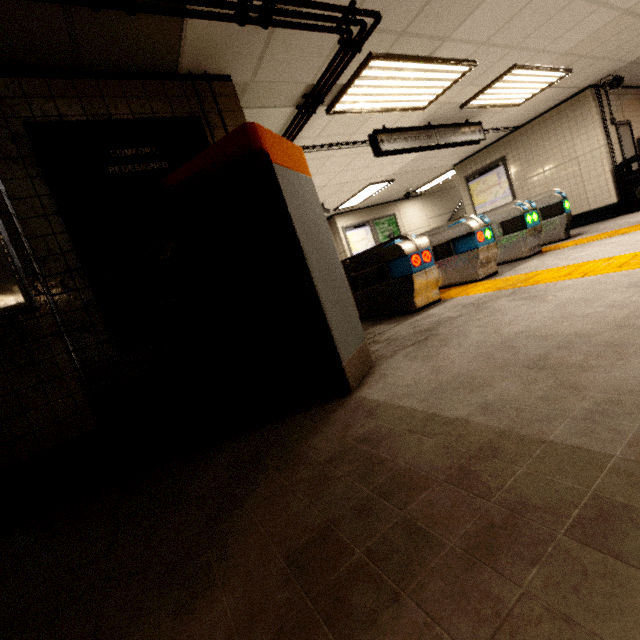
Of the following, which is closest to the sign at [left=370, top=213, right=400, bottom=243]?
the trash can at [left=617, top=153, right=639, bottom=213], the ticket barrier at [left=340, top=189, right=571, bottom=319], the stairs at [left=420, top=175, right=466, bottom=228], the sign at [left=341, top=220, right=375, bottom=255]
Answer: the sign at [left=341, top=220, right=375, bottom=255]

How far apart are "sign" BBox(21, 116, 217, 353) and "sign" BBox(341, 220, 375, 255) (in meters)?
8.77

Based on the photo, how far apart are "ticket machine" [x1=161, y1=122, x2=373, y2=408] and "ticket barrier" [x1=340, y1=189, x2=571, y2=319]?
Answer: 2.9m

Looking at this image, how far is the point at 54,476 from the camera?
2.2m

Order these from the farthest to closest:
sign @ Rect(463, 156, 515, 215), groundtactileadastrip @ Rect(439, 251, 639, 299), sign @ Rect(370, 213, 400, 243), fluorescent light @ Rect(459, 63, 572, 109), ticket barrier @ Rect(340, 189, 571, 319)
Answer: sign @ Rect(370, 213, 400, 243)
sign @ Rect(463, 156, 515, 215)
fluorescent light @ Rect(459, 63, 572, 109)
ticket barrier @ Rect(340, 189, 571, 319)
groundtactileadastrip @ Rect(439, 251, 639, 299)

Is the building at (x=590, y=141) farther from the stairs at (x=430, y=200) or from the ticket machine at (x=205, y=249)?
the ticket machine at (x=205, y=249)

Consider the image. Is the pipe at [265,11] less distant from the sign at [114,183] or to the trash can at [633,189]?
the sign at [114,183]

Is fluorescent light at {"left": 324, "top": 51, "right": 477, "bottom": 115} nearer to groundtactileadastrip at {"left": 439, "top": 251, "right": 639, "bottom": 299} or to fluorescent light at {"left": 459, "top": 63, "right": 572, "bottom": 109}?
fluorescent light at {"left": 459, "top": 63, "right": 572, "bottom": 109}
